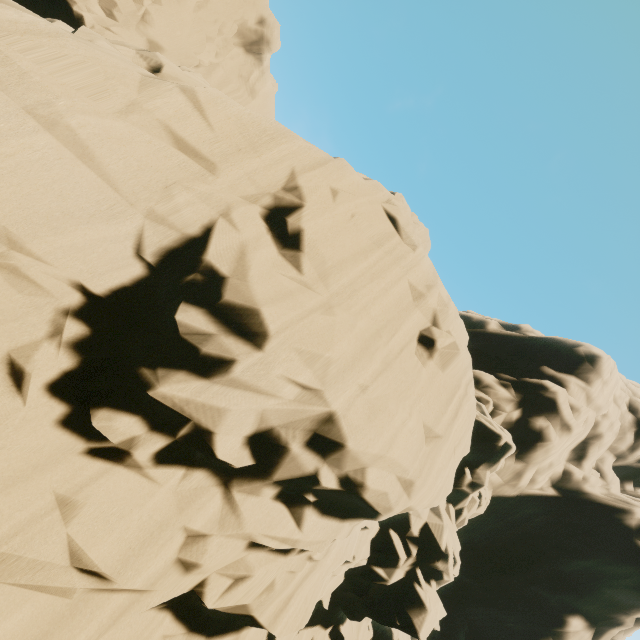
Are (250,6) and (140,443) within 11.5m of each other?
no
